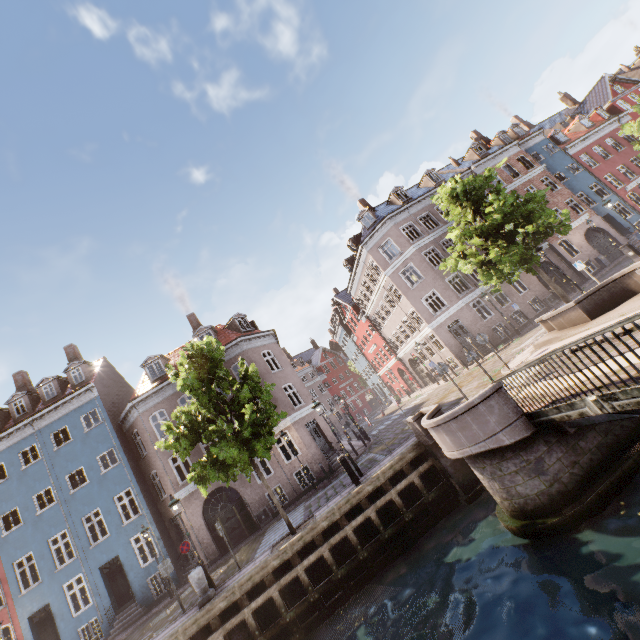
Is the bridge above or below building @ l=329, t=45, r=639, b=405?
below

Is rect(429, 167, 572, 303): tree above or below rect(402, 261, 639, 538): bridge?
above

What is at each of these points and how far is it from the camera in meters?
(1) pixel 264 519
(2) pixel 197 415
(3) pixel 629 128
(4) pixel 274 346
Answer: (1) electrical box, 18.8 m
(2) tree, 12.9 m
(3) tree, 22.0 m
(4) building, 24.8 m

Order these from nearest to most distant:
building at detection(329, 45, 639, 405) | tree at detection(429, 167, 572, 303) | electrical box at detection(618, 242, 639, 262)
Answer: tree at detection(429, 167, 572, 303)
electrical box at detection(618, 242, 639, 262)
building at detection(329, 45, 639, 405)

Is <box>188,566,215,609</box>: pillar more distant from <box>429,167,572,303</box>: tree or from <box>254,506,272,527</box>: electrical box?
<box>254,506,272,527</box>: electrical box

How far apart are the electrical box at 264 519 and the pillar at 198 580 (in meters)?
7.36

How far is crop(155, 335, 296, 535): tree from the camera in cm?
1157

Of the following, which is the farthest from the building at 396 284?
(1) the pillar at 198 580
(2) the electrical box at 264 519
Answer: (1) the pillar at 198 580
